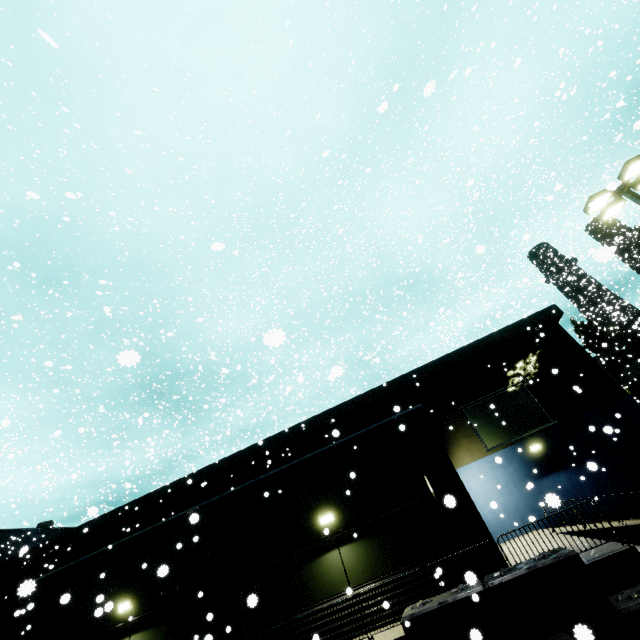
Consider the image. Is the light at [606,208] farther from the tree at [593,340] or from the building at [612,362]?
the tree at [593,340]

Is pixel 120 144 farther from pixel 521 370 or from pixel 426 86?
pixel 521 370

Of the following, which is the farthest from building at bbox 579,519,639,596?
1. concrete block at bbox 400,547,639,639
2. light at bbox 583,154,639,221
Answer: light at bbox 583,154,639,221

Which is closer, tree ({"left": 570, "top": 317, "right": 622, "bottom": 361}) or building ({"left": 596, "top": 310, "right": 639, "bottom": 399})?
building ({"left": 596, "top": 310, "right": 639, "bottom": 399})

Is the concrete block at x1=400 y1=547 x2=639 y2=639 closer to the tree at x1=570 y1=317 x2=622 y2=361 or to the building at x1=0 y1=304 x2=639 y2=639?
the building at x1=0 y1=304 x2=639 y2=639

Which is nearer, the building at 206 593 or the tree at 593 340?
the building at 206 593
